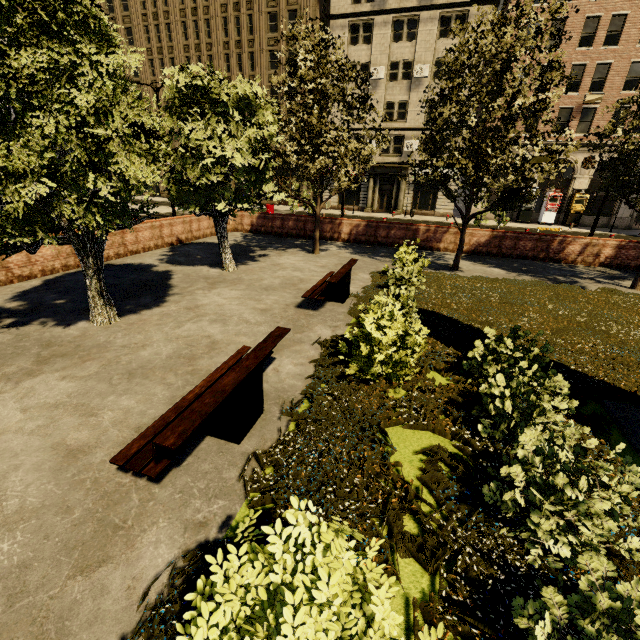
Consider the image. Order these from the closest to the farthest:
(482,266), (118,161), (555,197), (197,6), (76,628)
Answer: (76,628) < (118,161) < (482,266) < (555,197) < (197,6)

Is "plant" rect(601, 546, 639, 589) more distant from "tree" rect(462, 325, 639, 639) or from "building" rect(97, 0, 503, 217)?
"building" rect(97, 0, 503, 217)

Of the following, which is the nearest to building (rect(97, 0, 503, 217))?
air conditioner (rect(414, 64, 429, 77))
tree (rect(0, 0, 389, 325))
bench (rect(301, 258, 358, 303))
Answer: air conditioner (rect(414, 64, 429, 77))

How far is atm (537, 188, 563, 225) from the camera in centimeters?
2864cm

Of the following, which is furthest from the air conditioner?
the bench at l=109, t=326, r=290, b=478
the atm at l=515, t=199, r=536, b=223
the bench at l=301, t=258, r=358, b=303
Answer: the bench at l=109, t=326, r=290, b=478

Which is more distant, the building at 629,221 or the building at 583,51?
the building at 629,221

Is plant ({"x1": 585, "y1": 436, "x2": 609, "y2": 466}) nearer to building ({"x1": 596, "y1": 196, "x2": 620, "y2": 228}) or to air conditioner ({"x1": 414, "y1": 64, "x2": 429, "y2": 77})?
building ({"x1": 596, "y1": 196, "x2": 620, "y2": 228})

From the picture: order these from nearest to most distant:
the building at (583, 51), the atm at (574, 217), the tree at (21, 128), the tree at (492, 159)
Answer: the tree at (21, 128), the tree at (492, 159), the building at (583, 51), the atm at (574, 217)
